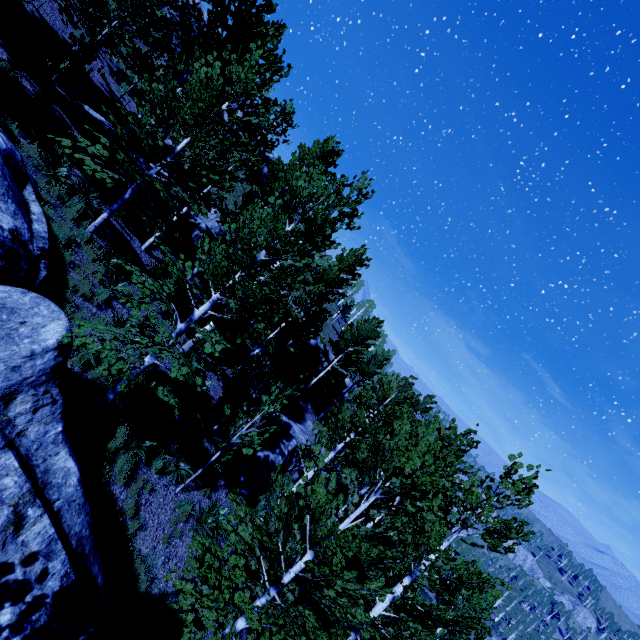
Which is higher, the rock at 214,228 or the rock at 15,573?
the rock at 214,228

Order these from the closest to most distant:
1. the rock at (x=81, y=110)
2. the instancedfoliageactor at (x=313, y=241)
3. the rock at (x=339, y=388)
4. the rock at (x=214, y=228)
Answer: the instancedfoliageactor at (x=313, y=241) < the rock at (x=81, y=110) < the rock at (x=214, y=228) < the rock at (x=339, y=388)

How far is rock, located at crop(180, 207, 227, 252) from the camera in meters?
19.0

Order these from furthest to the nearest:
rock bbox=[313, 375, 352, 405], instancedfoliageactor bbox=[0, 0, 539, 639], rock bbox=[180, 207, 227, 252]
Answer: rock bbox=[313, 375, 352, 405], rock bbox=[180, 207, 227, 252], instancedfoliageactor bbox=[0, 0, 539, 639]

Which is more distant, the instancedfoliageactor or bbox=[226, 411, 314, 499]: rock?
bbox=[226, 411, 314, 499]: rock

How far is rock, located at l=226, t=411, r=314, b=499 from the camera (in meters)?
13.35

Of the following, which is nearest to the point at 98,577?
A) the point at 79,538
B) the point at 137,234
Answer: the point at 79,538

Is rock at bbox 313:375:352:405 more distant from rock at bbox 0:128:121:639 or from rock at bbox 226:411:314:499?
rock at bbox 0:128:121:639
